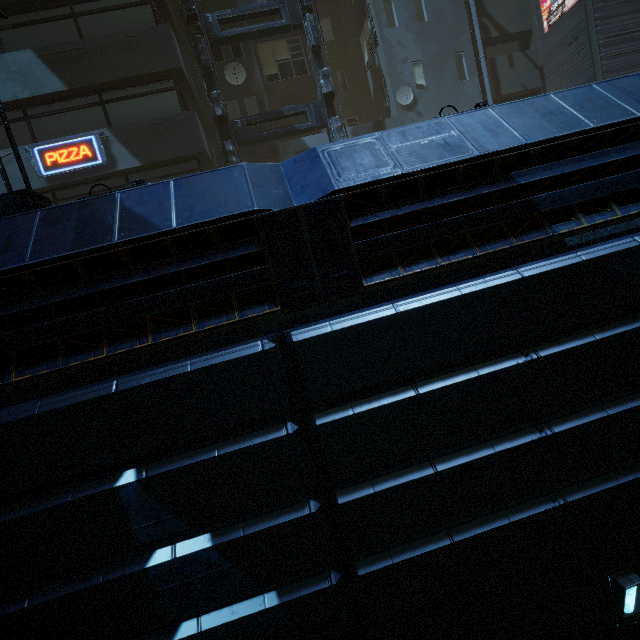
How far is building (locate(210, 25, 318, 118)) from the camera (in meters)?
14.59

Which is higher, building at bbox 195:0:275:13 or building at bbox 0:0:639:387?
building at bbox 195:0:275:13

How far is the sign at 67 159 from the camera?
11.3m

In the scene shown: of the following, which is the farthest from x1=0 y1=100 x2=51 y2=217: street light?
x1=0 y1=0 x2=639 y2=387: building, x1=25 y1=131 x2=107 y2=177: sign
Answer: x1=25 y1=131 x2=107 y2=177: sign

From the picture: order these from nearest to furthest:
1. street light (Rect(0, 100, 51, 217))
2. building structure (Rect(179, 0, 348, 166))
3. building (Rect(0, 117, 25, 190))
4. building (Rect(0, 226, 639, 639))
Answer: building (Rect(0, 226, 639, 639)), street light (Rect(0, 100, 51, 217)), building (Rect(0, 117, 25, 190)), building structure (Rect(179, 0, 348, 166))

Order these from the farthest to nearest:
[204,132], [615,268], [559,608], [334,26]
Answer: [334,26], [204,132], [559,608], [615,268]

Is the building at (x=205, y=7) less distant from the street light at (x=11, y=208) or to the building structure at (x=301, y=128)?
the building structure at (x=301, y=128)
